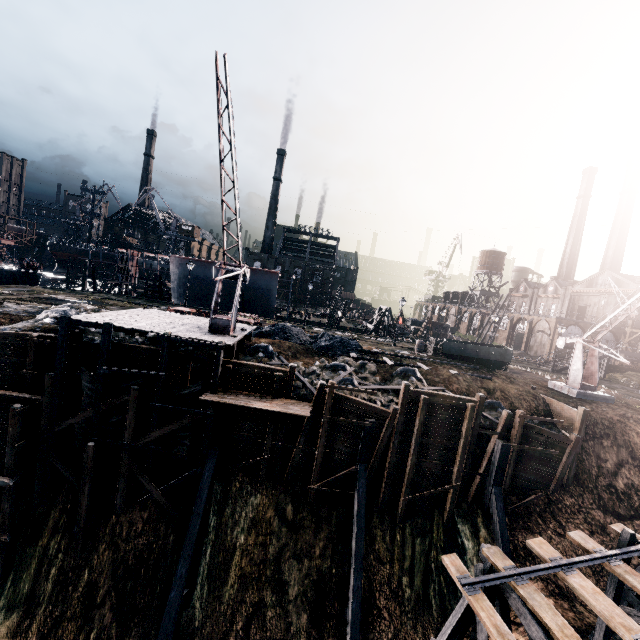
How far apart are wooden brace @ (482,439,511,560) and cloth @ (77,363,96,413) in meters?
23.2

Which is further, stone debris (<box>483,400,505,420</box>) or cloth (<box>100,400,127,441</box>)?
stone debris (<box>483,400,505,420</box>)

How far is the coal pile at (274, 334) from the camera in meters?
27.6

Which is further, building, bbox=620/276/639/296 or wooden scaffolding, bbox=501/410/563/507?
building, bbox=620/276/639/296

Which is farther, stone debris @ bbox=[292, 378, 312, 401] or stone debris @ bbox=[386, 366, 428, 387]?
stone debris @ bbox=[386, 366, 428, 387]

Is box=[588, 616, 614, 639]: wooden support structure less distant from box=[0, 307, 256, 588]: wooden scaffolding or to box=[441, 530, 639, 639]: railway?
box=[441, 530, 639, 639]: railway

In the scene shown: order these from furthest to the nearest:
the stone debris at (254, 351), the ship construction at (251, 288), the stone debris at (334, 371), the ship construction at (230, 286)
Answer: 1. the ship construction at (230, 286)
2. the ship construction at (251, 288)
3. the stone debris at (254, 351)
4. the stone debris at (334, 371)

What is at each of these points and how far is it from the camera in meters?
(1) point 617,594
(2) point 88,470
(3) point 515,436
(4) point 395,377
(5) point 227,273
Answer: (1) wooden support structure, 13.1 m
(2) wooden support structure, 16.8 m
(3) wooden scaffolding, 19.2 m
(4) stone debris, 23.8 m
(5) crane, 21.9 m
